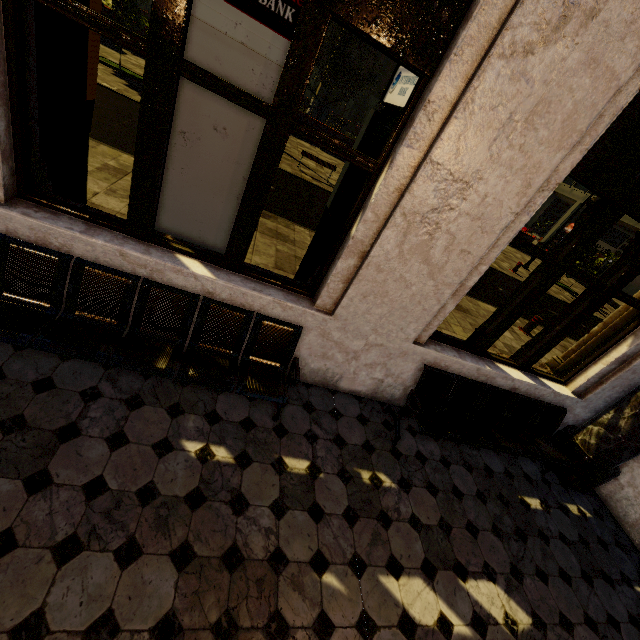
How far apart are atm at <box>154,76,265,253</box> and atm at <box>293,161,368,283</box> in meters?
0.8 m

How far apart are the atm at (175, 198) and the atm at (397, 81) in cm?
80

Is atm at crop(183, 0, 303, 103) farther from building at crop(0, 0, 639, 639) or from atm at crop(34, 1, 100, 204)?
atm at crop(34, 1, 100, 204)

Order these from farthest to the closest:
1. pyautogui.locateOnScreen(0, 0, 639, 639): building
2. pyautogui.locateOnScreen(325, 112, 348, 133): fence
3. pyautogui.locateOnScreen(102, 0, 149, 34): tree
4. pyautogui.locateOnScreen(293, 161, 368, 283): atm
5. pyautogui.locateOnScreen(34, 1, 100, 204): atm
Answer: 1. pyautogui.locateOnScreen(325, 112, 348, 133): fence
2. pyautogui.locateOnScreen(102, 0, 149, 34): tree
3. pyautogui.locateOnScreen(293, 161, 368, 283): atm
4. pyautogui.locateOnScreen(34, 1, 100, 204): atm
5. pyautogui.locateOnScreen(0, 0, 639, 639): building

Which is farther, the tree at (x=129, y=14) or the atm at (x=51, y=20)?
the tree at (x=129, y=14)

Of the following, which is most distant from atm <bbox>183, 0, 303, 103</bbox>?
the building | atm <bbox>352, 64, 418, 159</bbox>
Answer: atm <bbox>352, 64, 418, 159</bbox>

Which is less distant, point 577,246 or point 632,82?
point 632,82

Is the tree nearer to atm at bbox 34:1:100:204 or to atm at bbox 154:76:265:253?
atm at bbox 34:1:100:204
